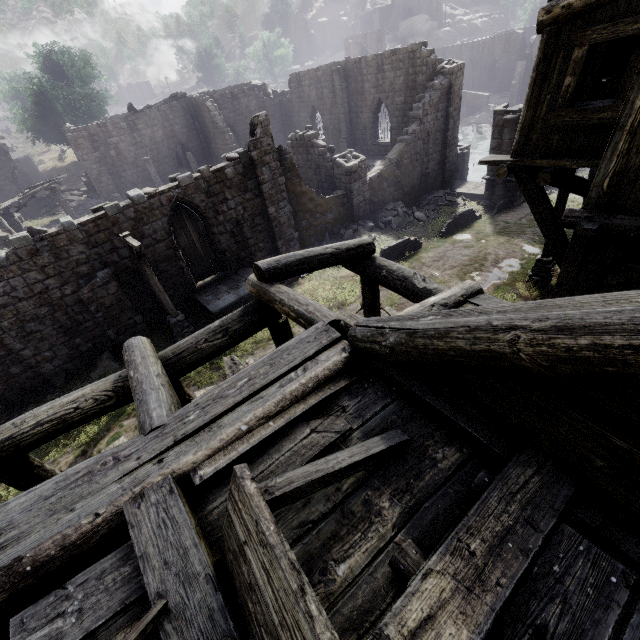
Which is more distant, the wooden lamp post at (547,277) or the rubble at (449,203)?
the rubble at (449,203)

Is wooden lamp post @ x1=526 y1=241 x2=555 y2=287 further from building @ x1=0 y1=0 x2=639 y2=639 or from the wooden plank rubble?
the wooden plank rubble

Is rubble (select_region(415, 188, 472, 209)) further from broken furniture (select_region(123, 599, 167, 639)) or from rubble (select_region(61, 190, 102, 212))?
rubble (select_region(61, 190, 102, 212))

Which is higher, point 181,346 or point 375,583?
point 375,583

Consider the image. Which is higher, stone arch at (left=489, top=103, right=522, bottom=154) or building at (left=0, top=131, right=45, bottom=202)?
building at (left=0, top=131, right=45, bottom=202)

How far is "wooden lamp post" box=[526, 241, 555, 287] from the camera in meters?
12.3

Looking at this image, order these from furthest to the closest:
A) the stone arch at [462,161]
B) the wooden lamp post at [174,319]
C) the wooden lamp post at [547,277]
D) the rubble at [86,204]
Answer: the rubble at [86,204]
the stone arch at [462,161]
the wooden lamp post at [547,277]
the wooden lamp post at [174,319]

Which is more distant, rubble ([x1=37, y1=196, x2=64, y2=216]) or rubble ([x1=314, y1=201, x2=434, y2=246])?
rubble ([x1=37, y1=196, x2=64, y2=216])
